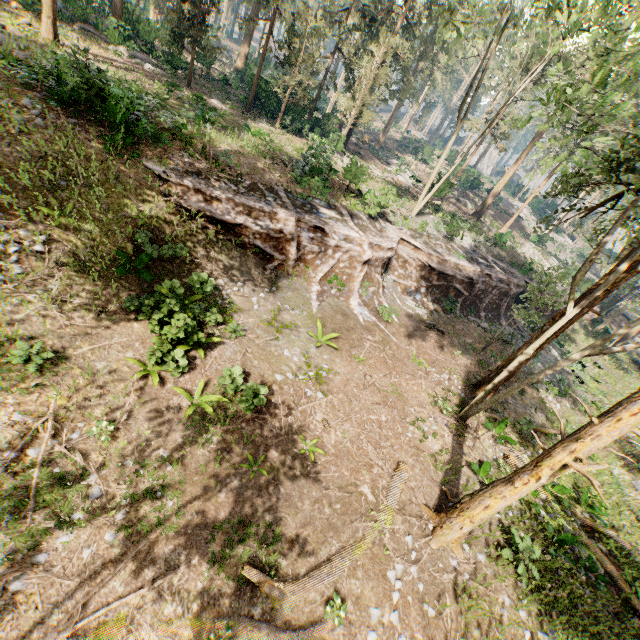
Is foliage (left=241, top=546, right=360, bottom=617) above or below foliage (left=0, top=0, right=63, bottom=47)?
below

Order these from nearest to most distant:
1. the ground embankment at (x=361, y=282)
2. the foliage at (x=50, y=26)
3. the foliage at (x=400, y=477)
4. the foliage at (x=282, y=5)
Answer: the foliage at (x=282, y=5) → the foliage at (x=400, y=477) → the ground embankment at (x=361, y=282) → the foliage at (x=50, y=26)

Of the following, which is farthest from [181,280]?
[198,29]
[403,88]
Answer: [403,88]

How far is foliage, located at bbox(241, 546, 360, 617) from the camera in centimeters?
714cm

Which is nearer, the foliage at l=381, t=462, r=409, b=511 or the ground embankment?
the foliage at l=381, t=462, r=409, b=511

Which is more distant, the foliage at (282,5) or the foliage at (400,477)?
the foliage at (400,477)

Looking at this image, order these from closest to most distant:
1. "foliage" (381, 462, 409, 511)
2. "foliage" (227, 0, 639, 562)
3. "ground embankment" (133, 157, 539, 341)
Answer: "foliage" (227, 0, 639, 562) < "foliage" (381, 462, 409, 511) < "ground embankment" (133, 157, 539, 341)
